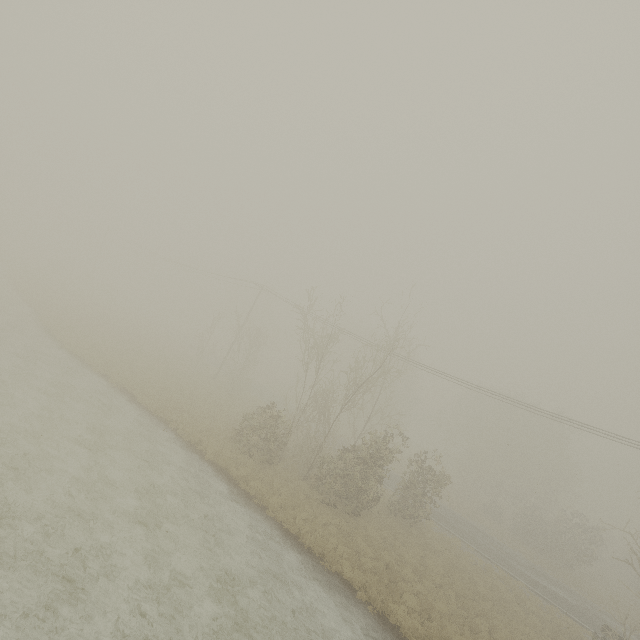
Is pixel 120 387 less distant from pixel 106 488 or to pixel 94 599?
pixel 106 488

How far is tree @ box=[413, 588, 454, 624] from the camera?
13.5 meters

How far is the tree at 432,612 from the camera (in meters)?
13.52
